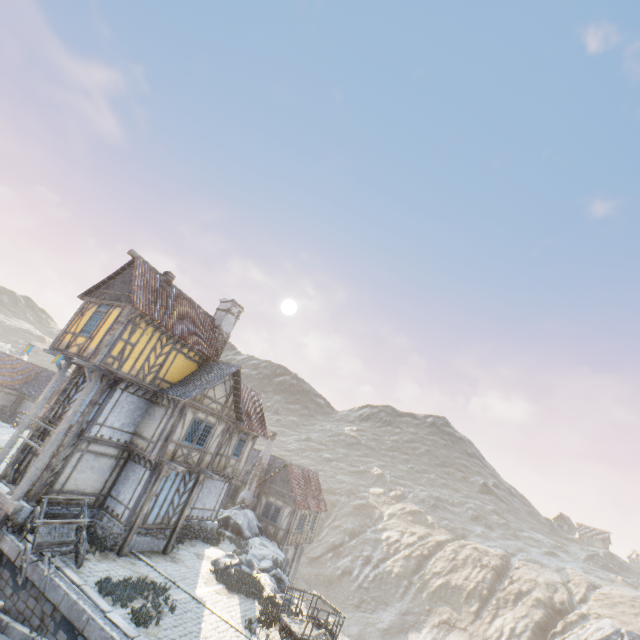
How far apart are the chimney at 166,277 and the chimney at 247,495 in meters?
18.4

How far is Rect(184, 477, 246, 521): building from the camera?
20.1 meters

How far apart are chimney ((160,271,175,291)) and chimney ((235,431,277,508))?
18.4m

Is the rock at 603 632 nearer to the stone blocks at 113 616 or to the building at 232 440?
the stone blocks at 113 616

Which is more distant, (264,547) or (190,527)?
(264,547)

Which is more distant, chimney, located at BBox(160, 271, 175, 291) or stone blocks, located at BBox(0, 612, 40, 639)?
chimney, located at BBox(160, 271, 175, 291)

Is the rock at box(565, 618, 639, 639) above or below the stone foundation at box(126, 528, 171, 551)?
above

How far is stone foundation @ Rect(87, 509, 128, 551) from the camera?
14.5m
